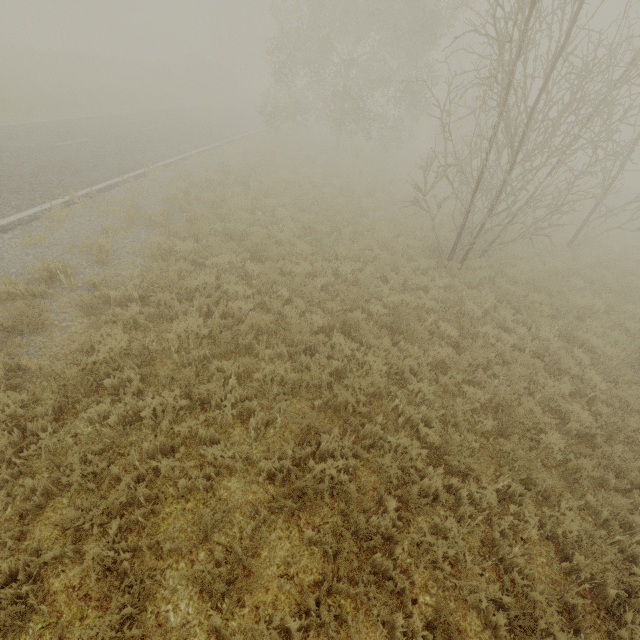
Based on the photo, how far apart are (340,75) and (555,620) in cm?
2260
